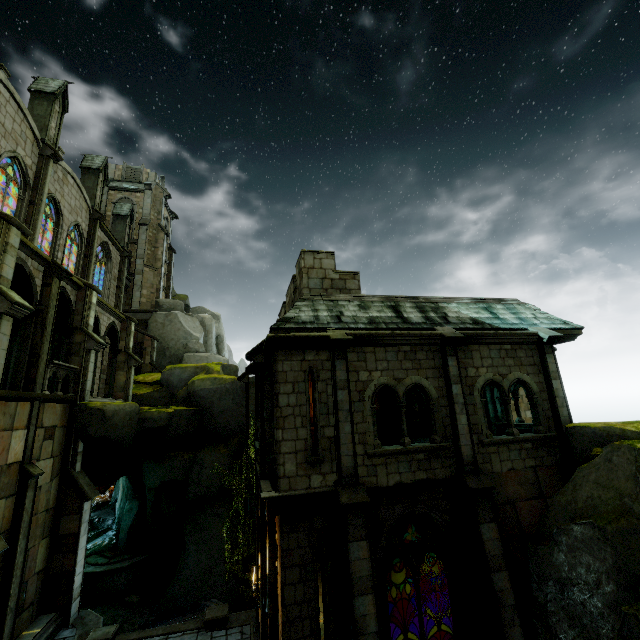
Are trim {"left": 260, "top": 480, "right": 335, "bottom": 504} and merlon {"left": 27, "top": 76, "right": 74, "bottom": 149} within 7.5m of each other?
no

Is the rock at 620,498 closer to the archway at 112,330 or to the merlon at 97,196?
the archway at 112,330

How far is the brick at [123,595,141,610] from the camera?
16.4 meters

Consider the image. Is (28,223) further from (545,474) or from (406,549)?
(545,474)

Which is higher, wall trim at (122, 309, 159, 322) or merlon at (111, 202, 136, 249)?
merlon at (111, 202, 136, 249)

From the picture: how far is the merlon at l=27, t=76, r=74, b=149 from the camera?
17.45m

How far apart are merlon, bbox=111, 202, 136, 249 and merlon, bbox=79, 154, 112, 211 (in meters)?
4.63

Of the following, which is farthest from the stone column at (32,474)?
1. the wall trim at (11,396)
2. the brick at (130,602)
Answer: the brick at (130,602)
